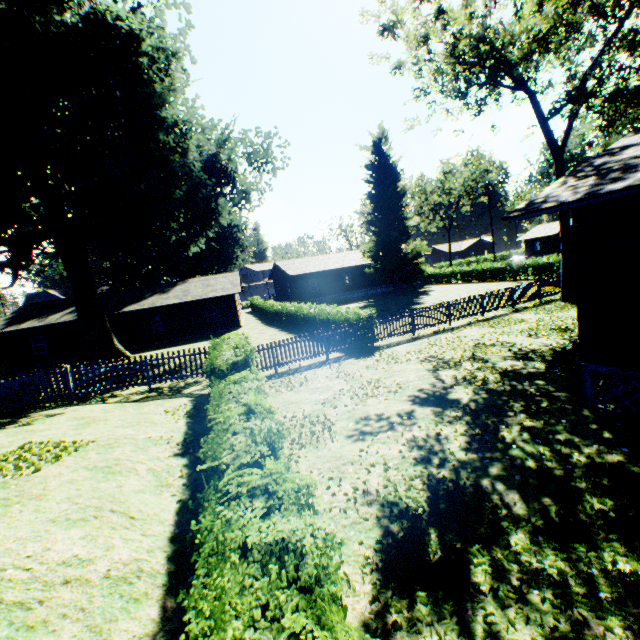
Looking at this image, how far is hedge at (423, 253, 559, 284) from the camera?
31.5 meters

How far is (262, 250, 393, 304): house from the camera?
40.91m

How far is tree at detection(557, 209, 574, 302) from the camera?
18.3 meters

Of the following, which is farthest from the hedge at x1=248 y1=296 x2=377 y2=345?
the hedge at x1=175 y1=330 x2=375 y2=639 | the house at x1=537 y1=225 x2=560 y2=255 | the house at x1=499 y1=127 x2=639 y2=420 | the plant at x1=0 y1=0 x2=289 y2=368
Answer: the house at x1=537 y1=225 x2=560 y2=255

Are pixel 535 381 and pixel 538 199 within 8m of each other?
yes

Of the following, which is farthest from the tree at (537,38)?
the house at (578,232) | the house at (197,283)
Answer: the house at (578,232)

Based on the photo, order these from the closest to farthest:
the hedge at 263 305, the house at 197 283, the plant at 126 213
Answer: the plant at 126 213 → the hedge at 263 305 → the house at 197 283

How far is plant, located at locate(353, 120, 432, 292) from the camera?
38.6m
